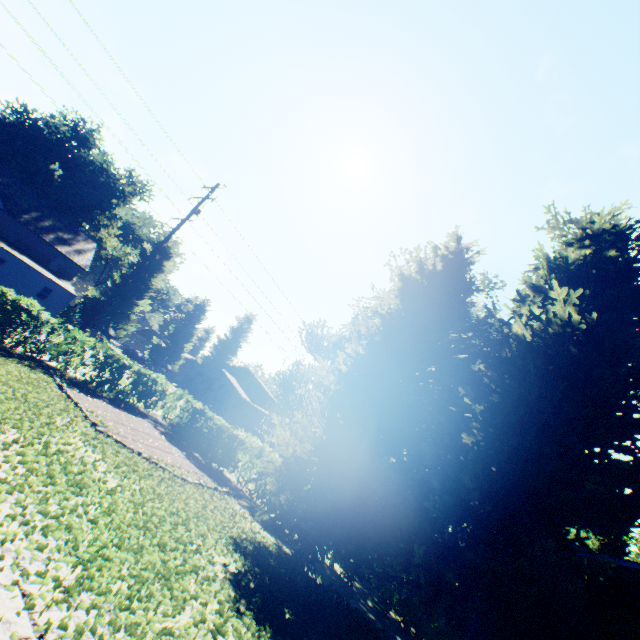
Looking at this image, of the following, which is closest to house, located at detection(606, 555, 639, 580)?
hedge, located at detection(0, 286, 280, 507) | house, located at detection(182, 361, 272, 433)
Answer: hedge, located at detection(0, 286, 280, 507)

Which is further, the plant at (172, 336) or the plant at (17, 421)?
the plant at (172, 336)

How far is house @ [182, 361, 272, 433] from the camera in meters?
53.9

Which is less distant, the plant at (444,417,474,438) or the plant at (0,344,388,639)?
the plant at (0,344,388,639)

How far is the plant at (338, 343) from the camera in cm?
2853

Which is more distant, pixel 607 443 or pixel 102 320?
pixel 102 320

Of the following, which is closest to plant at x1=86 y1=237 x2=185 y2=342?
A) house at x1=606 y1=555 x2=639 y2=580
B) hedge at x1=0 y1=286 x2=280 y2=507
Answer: hedge at x1=0 y1=286 x2=280 y2=507

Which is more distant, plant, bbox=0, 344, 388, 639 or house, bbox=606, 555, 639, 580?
house, bbox=606, 555, 639, 580
